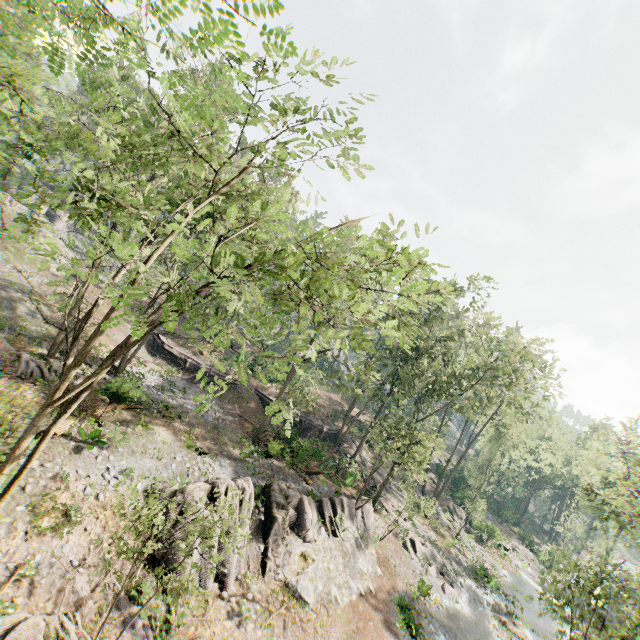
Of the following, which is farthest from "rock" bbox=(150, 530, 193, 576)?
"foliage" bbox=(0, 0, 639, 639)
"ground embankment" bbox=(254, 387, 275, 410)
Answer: "ground embankment" bbox=(254, 387, 275, 410)

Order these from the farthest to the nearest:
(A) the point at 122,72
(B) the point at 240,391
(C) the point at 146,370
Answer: (B) the point at 240,391, (C) the point at 146,370, (A) the point at 122,72

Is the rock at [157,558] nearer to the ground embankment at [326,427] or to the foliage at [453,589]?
the foliage at [453,589]

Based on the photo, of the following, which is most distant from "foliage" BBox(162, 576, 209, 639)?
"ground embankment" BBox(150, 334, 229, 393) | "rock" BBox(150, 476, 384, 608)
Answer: "ground embankment" BBox(150, 334, 229, 393)

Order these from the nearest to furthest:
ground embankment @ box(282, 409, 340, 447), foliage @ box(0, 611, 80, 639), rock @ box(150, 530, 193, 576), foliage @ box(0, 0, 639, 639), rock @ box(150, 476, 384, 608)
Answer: foliage @ box(0, 0, 639, 639) < foliage @ box(0, 611, 80, 639) < rock @ box(150, 530, 193, 576) < rock @ box(150, 476, 384, 608) < ground embankment @ box(282, 409, 340, 447)

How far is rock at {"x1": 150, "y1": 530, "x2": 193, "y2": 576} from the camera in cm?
1377

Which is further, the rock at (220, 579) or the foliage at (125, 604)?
the rock at (220, 579)

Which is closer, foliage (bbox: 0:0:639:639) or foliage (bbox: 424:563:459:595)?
foliage (bbox: 0:0:639:639)
